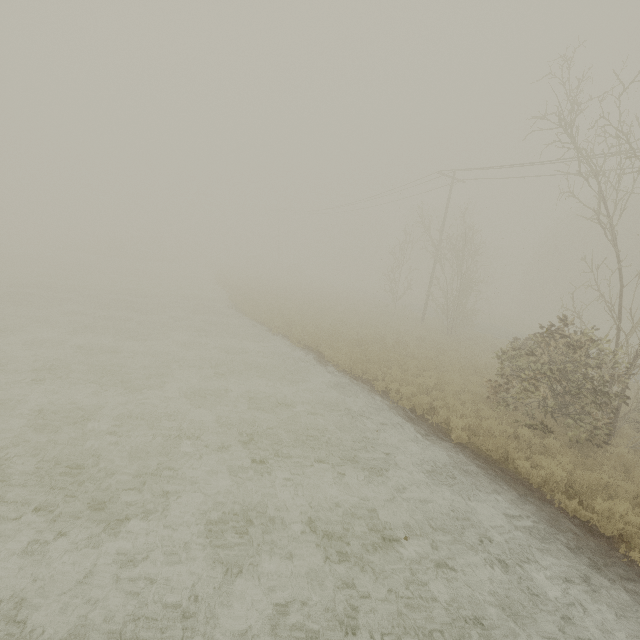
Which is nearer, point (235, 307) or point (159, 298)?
point (159, 298)

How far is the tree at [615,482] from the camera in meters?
7.3 m

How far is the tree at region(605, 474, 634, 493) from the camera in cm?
728
